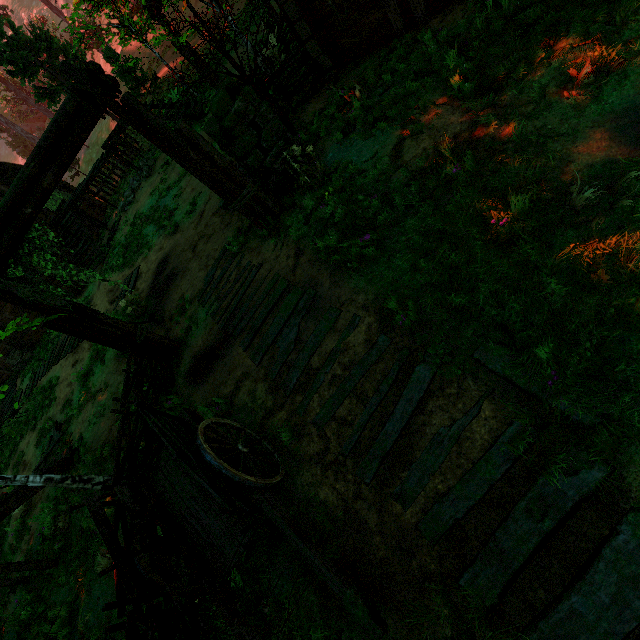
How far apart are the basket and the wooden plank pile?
10.5 meters

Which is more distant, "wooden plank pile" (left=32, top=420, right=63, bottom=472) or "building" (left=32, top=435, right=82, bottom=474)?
"wooden plank pile" (left=32, top=420, right=63, bottom=472)

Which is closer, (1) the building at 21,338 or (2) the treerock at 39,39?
(2) the treerock at 39,39

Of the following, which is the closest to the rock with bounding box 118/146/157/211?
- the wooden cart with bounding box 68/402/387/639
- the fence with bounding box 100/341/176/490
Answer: the fence with bounding box 100/341/176/490

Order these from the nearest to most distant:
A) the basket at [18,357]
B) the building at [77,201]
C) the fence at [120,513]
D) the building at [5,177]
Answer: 1. the fence at [120,513]
2. the building at [77,201]
3. the building at [5,177]
4. the basket at [18,357]

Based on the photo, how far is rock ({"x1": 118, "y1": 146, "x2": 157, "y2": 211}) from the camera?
15.1 meters

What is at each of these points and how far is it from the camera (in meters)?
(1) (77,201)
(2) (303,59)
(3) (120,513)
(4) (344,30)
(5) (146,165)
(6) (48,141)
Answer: (1) building, 16.12
(2) fence, 7.39
(3) fence, 4.37
(4) building, 6.94
(5) rock, 15.59
(6) fence arch, 4.59

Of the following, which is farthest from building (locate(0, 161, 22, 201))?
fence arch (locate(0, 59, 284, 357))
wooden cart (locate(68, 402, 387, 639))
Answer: wooden cart (locate(68, 402, 387, 639))
